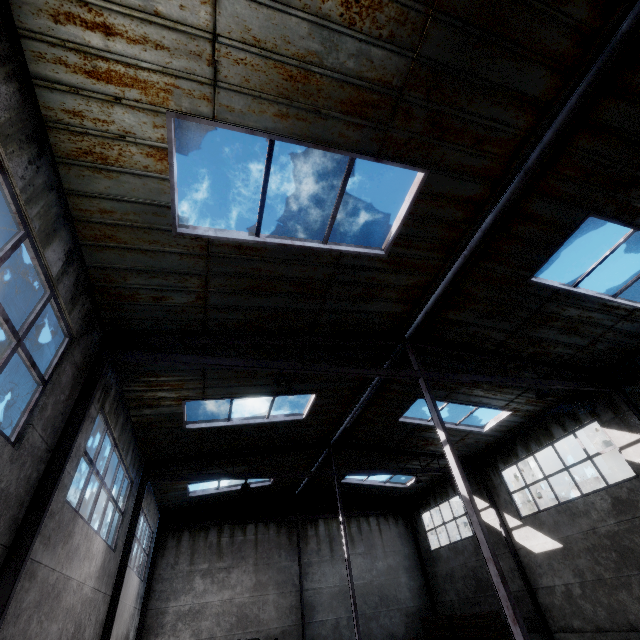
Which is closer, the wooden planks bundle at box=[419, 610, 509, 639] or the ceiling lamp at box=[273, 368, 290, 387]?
the ceiling lamp at box=[273, 368, 290, 387]

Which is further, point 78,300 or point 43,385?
point 78,300

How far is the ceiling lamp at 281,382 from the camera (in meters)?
7.58

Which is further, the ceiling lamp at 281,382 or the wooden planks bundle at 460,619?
the wooden planks bundle at 460,619

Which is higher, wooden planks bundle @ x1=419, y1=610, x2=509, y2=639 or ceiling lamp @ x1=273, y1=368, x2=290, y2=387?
ceiling lamp @ x1=273, y1=368, x2=290, y2=387

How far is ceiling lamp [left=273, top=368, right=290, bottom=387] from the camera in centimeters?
758cm
